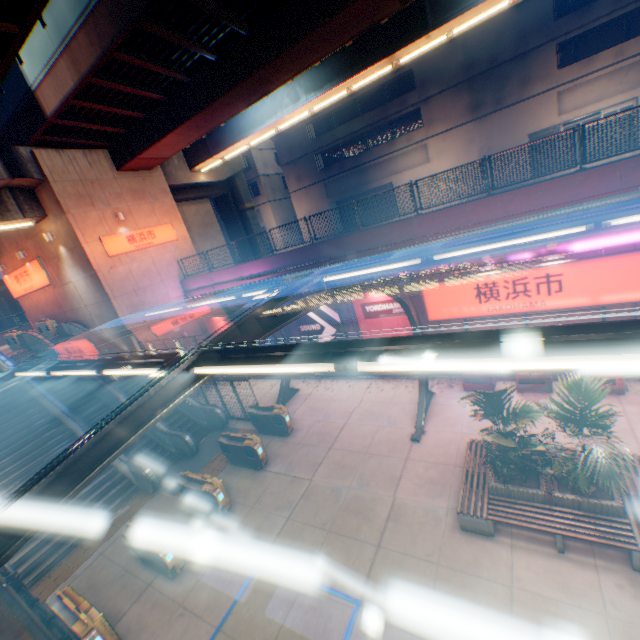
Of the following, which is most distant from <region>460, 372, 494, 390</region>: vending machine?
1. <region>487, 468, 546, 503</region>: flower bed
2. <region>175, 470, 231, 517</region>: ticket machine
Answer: <region>175, 470, 231, 517</region>: ticket machine

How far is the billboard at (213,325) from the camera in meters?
19.6 m

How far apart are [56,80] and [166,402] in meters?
15.8 m

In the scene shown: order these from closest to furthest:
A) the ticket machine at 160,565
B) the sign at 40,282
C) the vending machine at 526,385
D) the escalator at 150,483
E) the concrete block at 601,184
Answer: the ticket machine at 160,565 → the concrete block at 601,184 → the vending machine at 526,385 → the escalator at 150,483 → the sign at 40,282

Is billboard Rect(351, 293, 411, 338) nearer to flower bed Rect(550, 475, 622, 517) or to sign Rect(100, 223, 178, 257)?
flower bed Rect(550, 475, 622, 517)

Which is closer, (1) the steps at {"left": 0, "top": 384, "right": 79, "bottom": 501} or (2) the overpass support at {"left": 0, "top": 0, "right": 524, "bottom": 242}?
(2) the overpass support at {"left": 0, "top": 0, "right": 524, "bottom": 242}

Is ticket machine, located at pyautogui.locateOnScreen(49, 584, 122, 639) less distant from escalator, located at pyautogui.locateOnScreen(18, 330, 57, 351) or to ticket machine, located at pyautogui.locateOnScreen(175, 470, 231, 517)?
ticket machine, located at pyautogui.locateOnScreen(175, 470, 231, 517)

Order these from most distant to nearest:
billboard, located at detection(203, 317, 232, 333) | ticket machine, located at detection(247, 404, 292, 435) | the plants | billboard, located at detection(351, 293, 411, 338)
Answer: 1. billboard, located at detection(203, 317, 232, 333)
2. billboard, located at detection(351, 293, 411, 338)
3. ticket machine, located at detection(247, 404, 292, 435)
4. the plants
